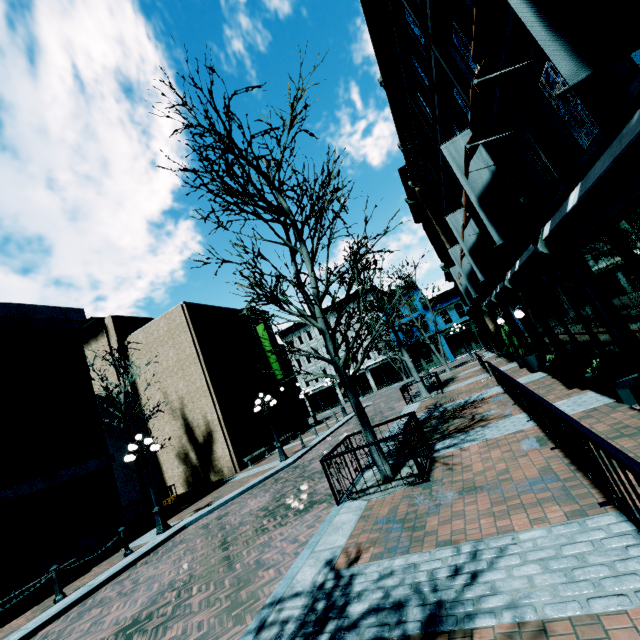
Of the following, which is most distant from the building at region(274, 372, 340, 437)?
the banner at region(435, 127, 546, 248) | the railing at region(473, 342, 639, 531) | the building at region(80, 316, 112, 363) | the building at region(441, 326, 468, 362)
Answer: the building at region(441, 326, 468, 362)

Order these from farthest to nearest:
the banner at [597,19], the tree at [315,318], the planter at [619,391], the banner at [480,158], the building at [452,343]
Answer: the building at [452,343], the banner at [480,158], the tree at [315,318], the planter at [619,391], the banner at [597,19]

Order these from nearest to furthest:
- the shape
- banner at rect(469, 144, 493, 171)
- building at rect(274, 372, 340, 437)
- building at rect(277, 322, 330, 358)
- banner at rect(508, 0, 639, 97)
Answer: banner at rect(508, 0, 639, 97) < banner at rect(469, 144, 493, 171) < the shape < building at rect(274, 372, 340, 437) < building at rect(277, 322, 330, 358)

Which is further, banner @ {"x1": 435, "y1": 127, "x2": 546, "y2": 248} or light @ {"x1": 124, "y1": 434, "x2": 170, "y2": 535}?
light @ {"x1": 124, "y1": 434, "x2": 170, "y2": 535}

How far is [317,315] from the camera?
7.6m

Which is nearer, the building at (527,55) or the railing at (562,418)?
the railing at (562,418)

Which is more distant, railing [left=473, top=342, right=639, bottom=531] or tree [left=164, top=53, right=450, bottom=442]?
tree [left=164, top=53, right=450, bottom=442]

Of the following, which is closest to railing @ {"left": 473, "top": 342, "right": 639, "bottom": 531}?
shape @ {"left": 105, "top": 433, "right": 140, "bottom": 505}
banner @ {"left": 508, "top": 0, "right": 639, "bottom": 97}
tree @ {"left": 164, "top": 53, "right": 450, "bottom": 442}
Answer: tree @ {"left": 164, "top": 53, "right": 450, "bottom": 442}
